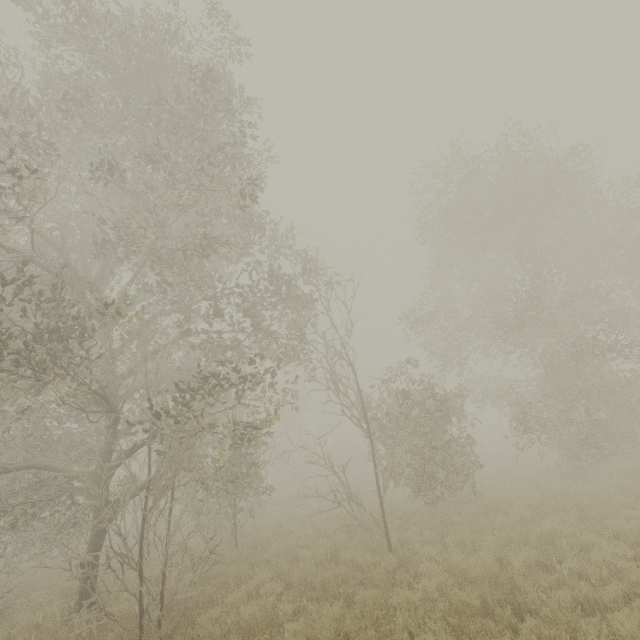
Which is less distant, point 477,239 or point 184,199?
point 184,199
